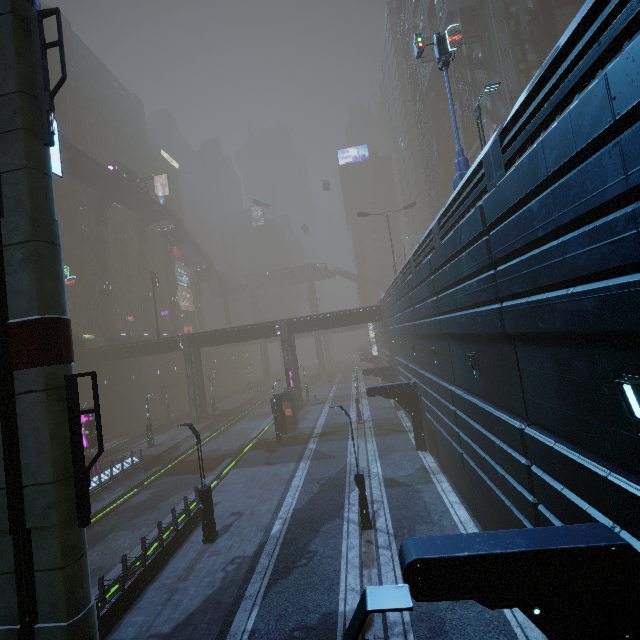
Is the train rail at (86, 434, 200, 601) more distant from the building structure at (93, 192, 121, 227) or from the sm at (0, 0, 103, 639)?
the building structure at (93, 192, 121, 227)

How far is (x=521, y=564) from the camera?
5.2m

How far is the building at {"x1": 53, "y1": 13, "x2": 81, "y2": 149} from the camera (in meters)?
57.59

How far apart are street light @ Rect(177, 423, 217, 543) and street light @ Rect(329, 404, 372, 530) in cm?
668

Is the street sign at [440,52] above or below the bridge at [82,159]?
below

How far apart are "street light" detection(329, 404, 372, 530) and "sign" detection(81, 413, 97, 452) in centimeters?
2151cm

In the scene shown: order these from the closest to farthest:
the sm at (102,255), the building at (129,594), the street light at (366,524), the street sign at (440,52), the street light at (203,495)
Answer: the building at (129,594) → the street sign at (440,52) → the street light at (366,524) → the street light at (203,495) → the sm at (102,255)

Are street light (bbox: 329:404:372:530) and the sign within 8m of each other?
no
